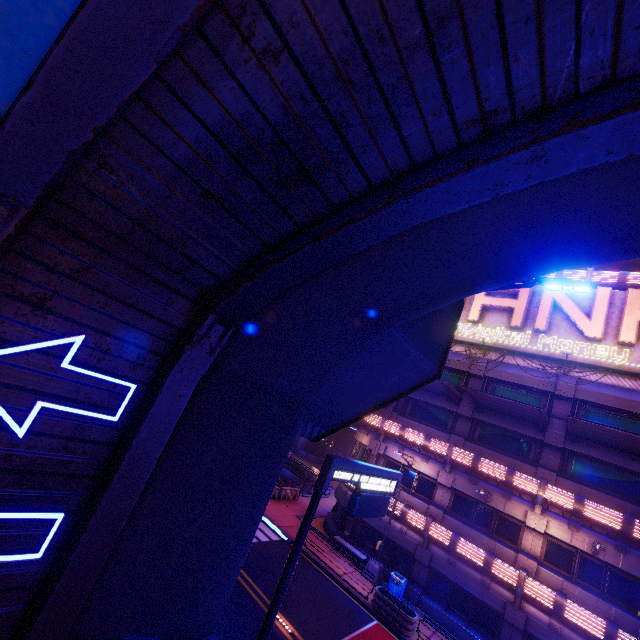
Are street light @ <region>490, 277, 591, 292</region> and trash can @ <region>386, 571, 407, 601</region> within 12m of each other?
no

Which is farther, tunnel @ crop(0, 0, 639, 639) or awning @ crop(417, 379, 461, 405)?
awning @ crop(417, 379, 461, 405)

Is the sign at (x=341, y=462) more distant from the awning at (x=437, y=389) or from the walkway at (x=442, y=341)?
the awning at (x=437, y=389)

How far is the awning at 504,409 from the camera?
17.2m

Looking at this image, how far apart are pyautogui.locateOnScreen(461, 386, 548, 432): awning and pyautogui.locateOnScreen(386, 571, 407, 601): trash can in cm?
1094

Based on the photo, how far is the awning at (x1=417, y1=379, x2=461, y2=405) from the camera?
20.3m

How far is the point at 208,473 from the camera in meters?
4.6

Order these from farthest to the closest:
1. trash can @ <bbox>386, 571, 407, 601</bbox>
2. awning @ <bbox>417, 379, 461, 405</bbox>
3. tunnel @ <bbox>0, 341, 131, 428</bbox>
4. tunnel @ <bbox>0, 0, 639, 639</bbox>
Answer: awning @ <bbox>417, 379, 461, 405</bbox>, trash can @ <bbox>386, 571, 407, 601</bbox>, tunnel @ <bbox>0, 341, 131, 428</bbox>, tunnel @ <bbox>0, 0, 639, 639</bbox>
